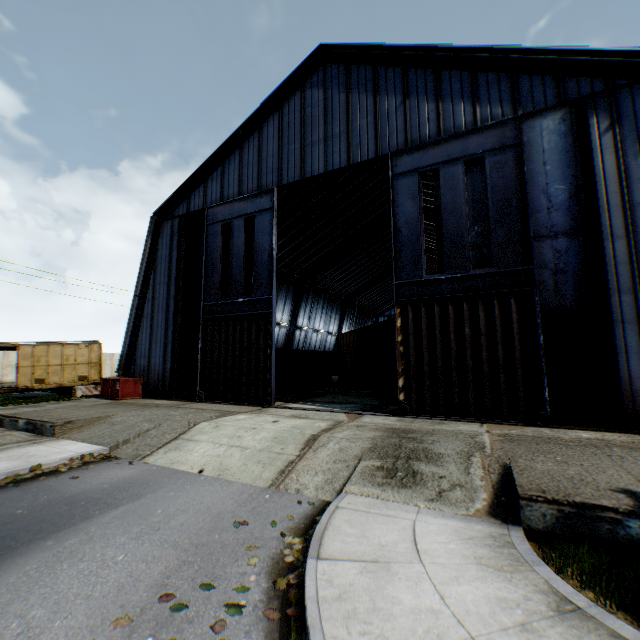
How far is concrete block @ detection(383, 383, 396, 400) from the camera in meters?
→ 16.5

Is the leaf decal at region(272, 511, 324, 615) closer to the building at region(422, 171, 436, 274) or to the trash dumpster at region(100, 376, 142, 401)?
the building at region(422, 171, 436, 274)

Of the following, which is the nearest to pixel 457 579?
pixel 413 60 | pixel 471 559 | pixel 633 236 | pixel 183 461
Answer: pixel 471 559

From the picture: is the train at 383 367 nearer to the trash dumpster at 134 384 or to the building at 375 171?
the building at 375 171

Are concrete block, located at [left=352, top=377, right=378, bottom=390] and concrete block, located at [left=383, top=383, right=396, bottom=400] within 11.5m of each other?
yes

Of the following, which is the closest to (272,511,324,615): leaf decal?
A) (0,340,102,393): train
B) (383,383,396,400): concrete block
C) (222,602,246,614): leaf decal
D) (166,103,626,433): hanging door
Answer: (222,602,246,614): leaf decal

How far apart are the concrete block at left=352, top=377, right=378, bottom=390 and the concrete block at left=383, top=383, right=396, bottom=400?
4.93m

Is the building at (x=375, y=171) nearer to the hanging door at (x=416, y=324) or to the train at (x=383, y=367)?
the hanging door at (x=416, y=324)
